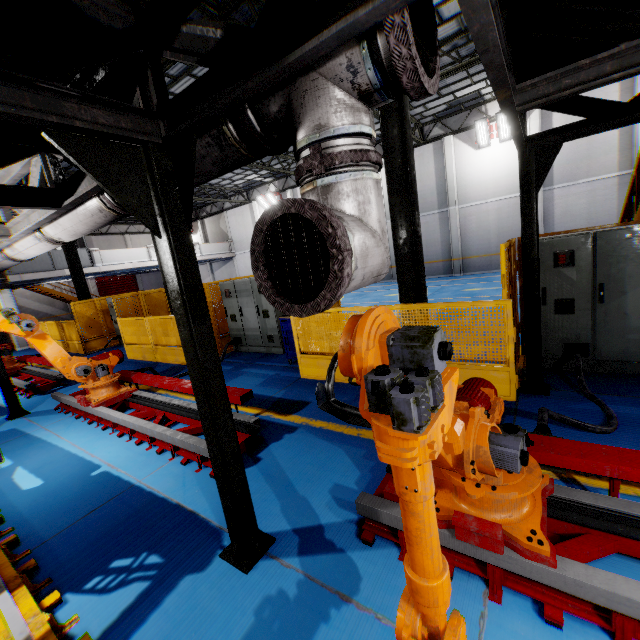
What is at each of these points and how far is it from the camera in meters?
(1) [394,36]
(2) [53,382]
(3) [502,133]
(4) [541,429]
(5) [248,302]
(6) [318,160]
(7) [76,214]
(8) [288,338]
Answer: (1) pipe cover, 1.4 m
(2) metal platform, 9.0 m
(3) light, 16.6 m
(4) plug, 3.0 m
(5) cabinet, 9.2 m
(6) vent pipe clamp, 1.7 m
(7) vent pipe, 3.6 m
(8) toolbox, 7.7 m

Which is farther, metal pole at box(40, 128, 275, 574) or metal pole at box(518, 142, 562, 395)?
metal pole at box(518, 142, 562, 395)

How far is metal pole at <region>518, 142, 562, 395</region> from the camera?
4.2m

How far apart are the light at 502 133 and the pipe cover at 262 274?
19.4m

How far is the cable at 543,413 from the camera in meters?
3.4 m

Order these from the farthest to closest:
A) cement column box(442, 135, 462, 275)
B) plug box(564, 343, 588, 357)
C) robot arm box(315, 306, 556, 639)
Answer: cement column box(442, 135, 462, 275), plug box(564, 343, 588, 357), robot arm box(315, 306, 556, 639)

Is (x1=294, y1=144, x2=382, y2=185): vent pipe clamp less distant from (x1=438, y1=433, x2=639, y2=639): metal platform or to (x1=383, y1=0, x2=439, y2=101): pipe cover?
(x1=383, y1=0, x2=439, y2=101): pipe cover

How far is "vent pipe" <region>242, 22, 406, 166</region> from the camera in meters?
1.5 m
